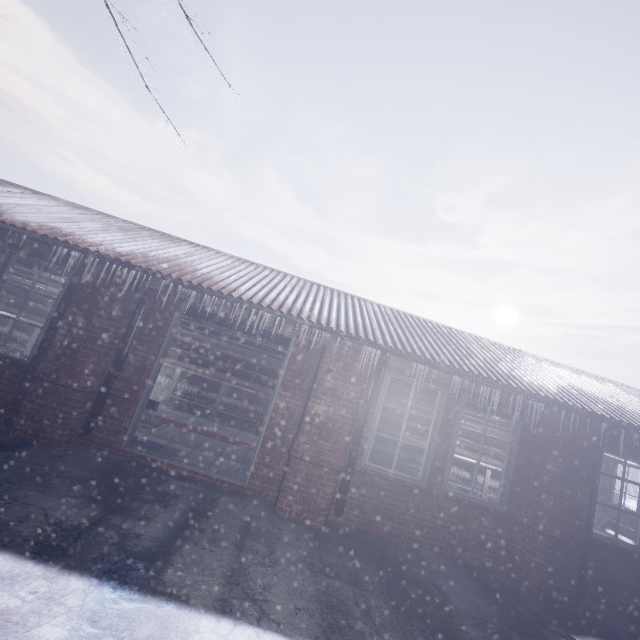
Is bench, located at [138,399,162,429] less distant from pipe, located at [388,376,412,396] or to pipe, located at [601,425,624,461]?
pipe, located at [601,425,624,461]

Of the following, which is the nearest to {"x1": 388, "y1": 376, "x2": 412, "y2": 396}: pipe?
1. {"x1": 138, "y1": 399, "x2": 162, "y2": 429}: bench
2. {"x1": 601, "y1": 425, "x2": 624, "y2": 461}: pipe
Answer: {"x1": 601, "y1": 425, "x2": 624, "y2": 461}: pipe

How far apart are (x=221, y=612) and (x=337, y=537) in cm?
192

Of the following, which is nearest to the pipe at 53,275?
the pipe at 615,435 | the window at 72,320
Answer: the pipe at 615,435

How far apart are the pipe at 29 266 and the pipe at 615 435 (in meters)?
0.60

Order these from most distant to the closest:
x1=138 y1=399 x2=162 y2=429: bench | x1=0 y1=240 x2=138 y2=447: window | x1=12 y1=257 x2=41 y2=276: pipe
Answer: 1. x1=12 y1=257 x2=41 y2=276: pipe
2. x1=138 y1=399 x2=162 y2=429: bench
3. x1=0 y1=240 x2=138 y2=447: window

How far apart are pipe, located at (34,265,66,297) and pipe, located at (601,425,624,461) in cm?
60

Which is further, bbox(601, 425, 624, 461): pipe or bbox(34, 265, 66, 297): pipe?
bbox(34, 265, 66, 297): pipe
